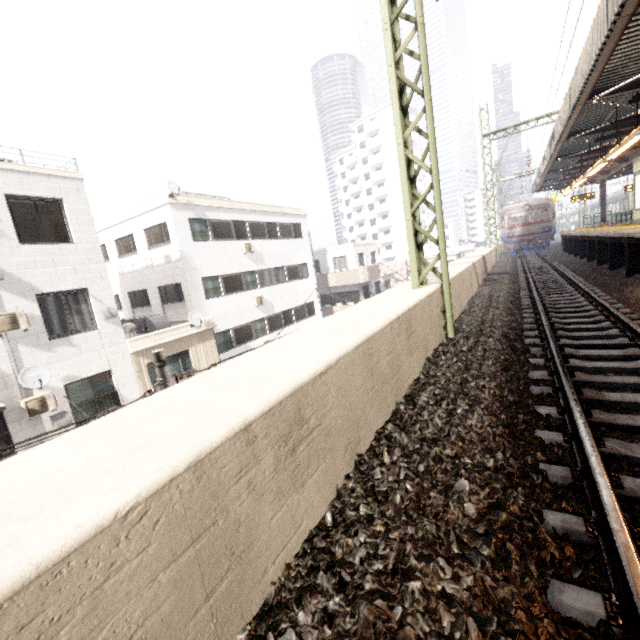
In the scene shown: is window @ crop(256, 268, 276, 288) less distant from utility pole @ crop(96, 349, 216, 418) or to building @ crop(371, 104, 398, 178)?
utility pole @ crop(96, 349, 216, 418)

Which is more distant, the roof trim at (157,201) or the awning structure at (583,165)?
the roof trim at (157,201)

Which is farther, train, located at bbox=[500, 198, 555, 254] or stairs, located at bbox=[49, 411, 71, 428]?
train, located at bbox=[500, 198, 555, 254]

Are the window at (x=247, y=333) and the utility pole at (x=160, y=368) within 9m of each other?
no

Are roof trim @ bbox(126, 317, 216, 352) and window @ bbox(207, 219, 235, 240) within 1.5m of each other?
no

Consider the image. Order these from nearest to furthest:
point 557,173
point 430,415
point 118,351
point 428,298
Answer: point 430,415
point 428,298
point 118,351
point 557,173

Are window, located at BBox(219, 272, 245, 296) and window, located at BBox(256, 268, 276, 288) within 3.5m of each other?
yes

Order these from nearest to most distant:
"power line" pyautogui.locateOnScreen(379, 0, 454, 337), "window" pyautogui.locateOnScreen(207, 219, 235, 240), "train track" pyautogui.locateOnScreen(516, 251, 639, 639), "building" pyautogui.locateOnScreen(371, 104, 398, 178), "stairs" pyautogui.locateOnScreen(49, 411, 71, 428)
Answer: "train track" pyautogui.locateOnScreen(516, 251, 639, 639), "power line" pyautogui.locateOnScreen(379, 0, 454, 337), "stairs" pyautogui.locateOnScreen(49, 411, 71, 428), "window" pyautogui.locateOnScreen(207, 219, 235, 240), "building" pyautogui.locateOnScreen(371, 104, 398, 178)
